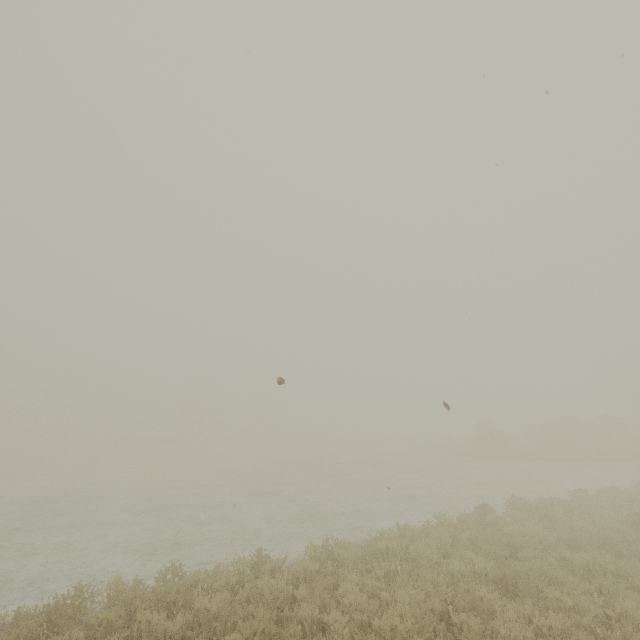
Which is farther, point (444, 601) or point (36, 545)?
point (36, 545)
